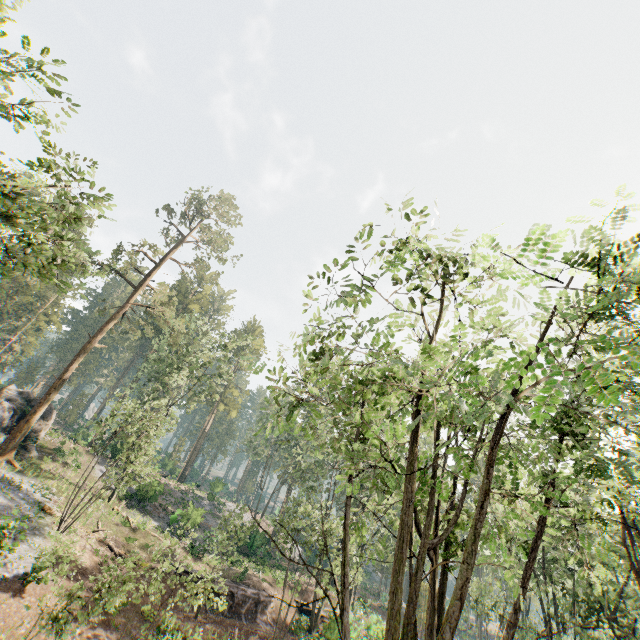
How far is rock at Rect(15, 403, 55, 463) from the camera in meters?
26.6 m

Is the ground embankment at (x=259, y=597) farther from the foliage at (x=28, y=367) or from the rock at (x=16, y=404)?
the rock at (x=16, y=404)

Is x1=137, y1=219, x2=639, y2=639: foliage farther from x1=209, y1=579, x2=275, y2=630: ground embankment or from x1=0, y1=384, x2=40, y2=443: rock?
x1=209, y1=579, x2=275, y2=630: ground embankment

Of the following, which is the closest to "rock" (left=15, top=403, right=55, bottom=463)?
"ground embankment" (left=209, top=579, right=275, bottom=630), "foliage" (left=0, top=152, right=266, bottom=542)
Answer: "foliage" (left=0, top=152, right=266, bottom=542)

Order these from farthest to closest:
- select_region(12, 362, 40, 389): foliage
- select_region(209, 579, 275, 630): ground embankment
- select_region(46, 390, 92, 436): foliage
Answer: select_region(46, 390, 92, 436): foliage, select_region(12, 362, 40, 389): foliage, select_region(209, 579, 275, 630): ground embankment

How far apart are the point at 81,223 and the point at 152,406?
24.9 meters

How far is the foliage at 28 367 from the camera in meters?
50.4
